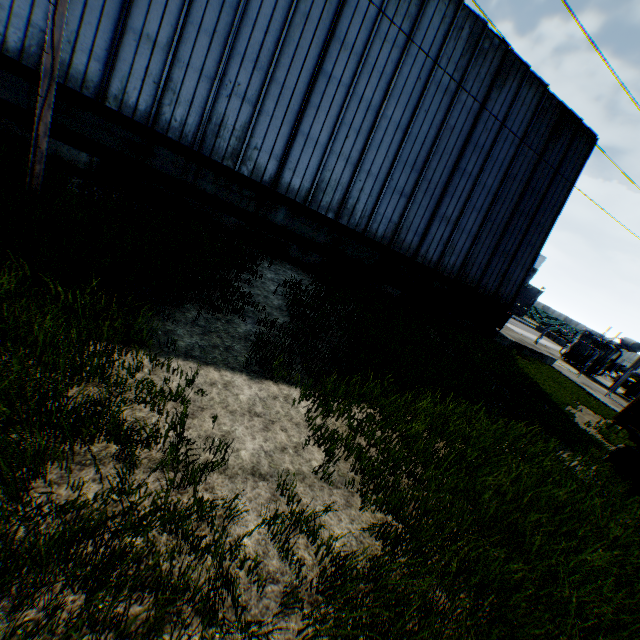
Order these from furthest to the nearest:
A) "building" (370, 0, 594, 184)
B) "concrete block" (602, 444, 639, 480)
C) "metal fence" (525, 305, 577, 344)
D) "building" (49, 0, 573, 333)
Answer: "metal fence" (525, 305, 577, 344)
"building" (370, 0, 594, 184)
"building" (49, 0, 573, 333)
"concrete block" (602, 444, 639, 480)

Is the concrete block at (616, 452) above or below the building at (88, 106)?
below

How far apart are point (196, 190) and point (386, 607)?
12.5m

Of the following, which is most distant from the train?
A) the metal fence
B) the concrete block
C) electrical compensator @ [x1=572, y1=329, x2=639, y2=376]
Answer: electrical compensator @ [x1=572, y1=329, x2=639, y2=376]

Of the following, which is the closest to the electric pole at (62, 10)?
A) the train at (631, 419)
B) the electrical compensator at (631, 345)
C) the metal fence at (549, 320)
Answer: the train at (631, 419)

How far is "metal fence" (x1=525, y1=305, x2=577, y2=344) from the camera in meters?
24.0 m

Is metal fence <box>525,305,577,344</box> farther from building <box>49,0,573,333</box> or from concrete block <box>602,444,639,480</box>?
concrete block <box>602,444,639,480</box>

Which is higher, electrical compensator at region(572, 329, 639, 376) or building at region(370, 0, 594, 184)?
building at region(370, 0, 594, 184)
